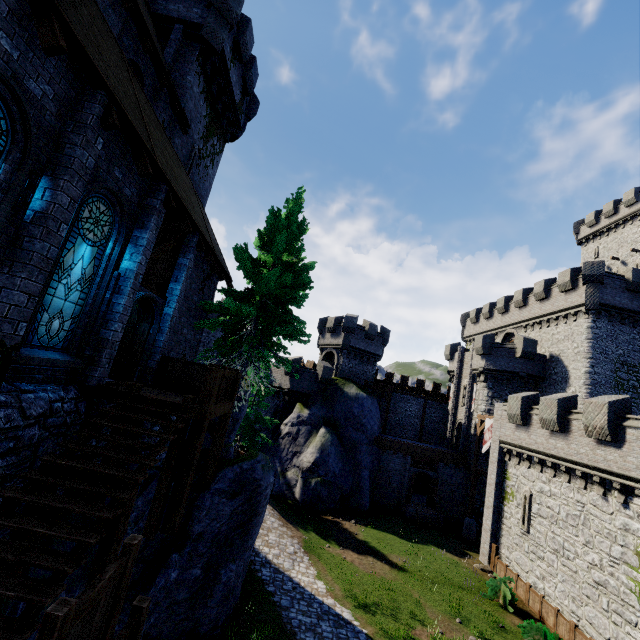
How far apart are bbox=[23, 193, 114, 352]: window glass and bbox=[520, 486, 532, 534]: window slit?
24.4 meters

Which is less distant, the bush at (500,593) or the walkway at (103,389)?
the walkway at (103,389)

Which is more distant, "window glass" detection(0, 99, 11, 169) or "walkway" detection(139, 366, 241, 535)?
"walkway" detection(139, 366, 241, 535)

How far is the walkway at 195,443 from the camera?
7.70m

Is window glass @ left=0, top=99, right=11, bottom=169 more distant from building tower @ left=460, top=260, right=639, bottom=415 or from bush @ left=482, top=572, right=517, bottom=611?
building tower @ left=460, top=260, right=639, bottom=415

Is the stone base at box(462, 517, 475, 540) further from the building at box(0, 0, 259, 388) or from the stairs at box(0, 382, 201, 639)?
the stairs at box(0, 382, 201, 639)

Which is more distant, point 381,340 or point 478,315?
point 478,315

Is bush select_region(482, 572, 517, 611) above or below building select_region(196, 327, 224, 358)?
below
